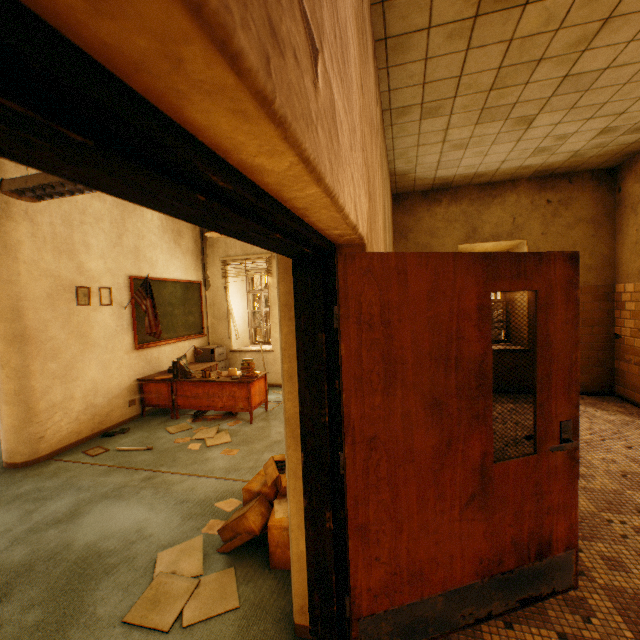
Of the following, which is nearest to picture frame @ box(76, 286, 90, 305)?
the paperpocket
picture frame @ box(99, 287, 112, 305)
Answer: picture frame @ box(99, 287, 112, 305)

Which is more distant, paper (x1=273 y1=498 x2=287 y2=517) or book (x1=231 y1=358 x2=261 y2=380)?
book (x1=231 y1=358 x2=261 y2=380)

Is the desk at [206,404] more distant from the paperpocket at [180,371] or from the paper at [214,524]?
the paper at [214,524]

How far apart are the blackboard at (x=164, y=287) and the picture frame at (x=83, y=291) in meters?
0.7 m

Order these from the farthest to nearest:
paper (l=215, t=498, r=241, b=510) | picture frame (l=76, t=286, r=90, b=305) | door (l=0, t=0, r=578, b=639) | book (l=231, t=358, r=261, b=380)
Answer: book (l=231, t=358, r=261, b=380) → picture frame (l=76, t=286, r=90, b=305) → paper (l=215, t=498, r=241, b=510) → door (l=0, t=0, r=578, b=639)

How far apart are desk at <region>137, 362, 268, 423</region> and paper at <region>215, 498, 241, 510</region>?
2.00m

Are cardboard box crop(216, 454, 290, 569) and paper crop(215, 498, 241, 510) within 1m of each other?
yes

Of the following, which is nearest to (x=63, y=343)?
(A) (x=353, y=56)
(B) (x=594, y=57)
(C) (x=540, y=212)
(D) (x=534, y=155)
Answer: (A) (x=353, y=56)
